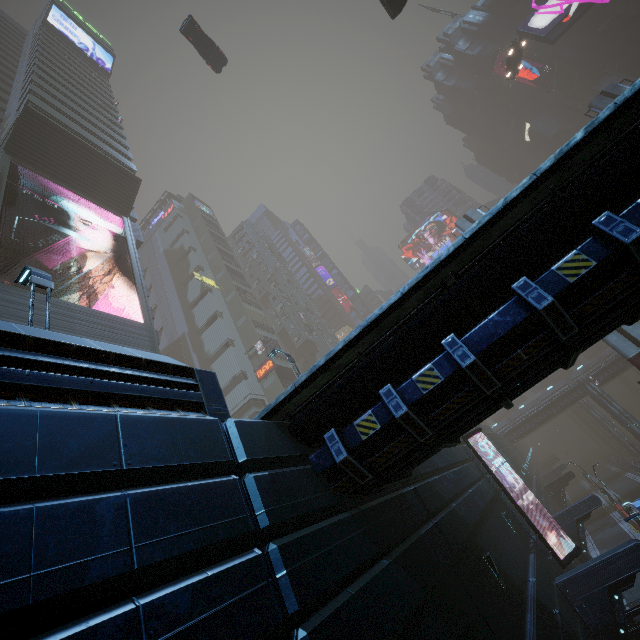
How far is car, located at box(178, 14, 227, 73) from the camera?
28.48m

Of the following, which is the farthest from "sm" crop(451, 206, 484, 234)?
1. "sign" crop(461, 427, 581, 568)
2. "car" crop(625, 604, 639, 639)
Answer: "sign" crop(461, 427, 581, 568)

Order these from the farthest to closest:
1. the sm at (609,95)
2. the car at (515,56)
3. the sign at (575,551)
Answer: the car at (515,56), the sm at (609,95), the sign at (575,551)

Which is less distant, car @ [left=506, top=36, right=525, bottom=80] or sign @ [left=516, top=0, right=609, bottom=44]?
car @ [left=506, top=36, right=525, bottom=80]

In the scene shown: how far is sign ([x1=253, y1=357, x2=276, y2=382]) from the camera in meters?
44.6

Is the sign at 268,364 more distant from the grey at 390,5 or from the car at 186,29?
the car at 186,29

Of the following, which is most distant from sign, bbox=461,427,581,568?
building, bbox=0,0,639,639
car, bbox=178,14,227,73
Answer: car, bbox=178,14,227,73

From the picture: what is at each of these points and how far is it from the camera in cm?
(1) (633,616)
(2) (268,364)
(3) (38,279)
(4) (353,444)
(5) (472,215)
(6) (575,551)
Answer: (1) car, 1389
(2) sign, 4516
(3) street light, 812
(4) building, 564
(5) sm, 3005
(6) sign, 1495
